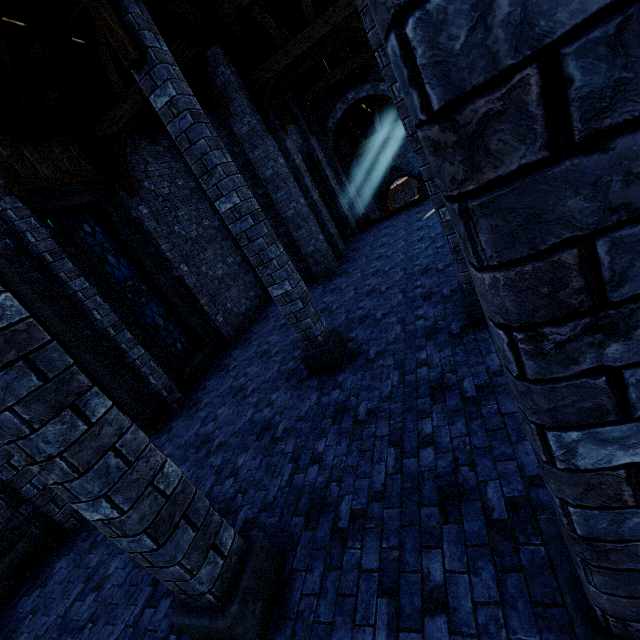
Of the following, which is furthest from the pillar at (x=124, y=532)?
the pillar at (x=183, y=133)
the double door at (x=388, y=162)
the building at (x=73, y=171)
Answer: the double door at (x=388, y=162)

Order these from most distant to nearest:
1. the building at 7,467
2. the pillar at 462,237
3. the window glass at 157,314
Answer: the window glass at 157,314 < the building at 7,467 < the pillar at 462,237

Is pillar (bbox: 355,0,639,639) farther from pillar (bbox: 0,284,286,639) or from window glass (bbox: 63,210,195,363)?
window glass (bbox: 63,210,195,363)

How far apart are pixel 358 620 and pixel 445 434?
1.9m

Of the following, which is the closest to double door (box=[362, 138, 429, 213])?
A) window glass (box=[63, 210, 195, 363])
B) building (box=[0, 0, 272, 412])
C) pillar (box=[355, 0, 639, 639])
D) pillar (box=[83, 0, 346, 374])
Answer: building (box=[0, 0, 272, 412])

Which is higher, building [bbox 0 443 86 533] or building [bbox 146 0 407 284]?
building [bbox 146 0 407 284]

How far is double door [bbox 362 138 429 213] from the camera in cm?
2559

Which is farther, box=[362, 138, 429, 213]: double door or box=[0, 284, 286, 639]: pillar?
box=[362, 138, 429, 213]: double door
